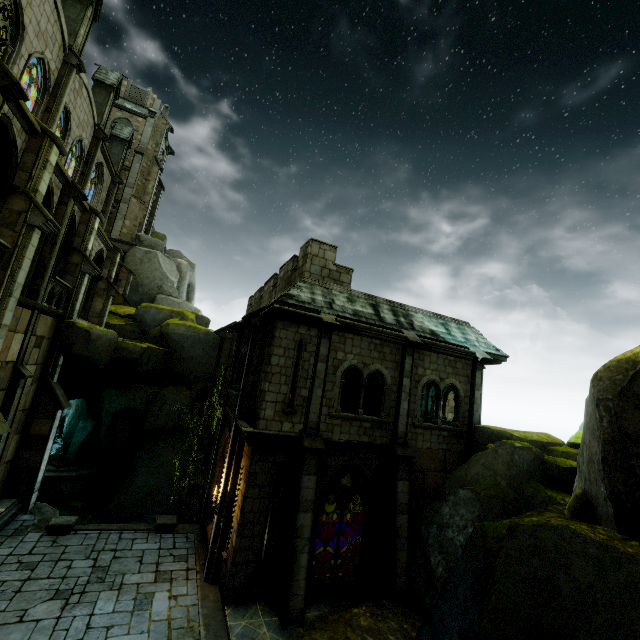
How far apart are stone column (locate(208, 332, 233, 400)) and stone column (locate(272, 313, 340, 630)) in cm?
979

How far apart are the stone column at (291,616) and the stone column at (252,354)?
2.06m

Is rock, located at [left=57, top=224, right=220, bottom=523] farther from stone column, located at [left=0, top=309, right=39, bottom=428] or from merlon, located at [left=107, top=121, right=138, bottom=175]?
merlon, located at [left=107, top=121, right=138, bottom=175]

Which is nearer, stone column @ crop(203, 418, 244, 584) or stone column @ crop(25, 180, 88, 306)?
stone column @ crop(203, 418, 244, 584)

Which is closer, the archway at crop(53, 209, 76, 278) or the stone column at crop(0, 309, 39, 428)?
the stone column at crop(0, 309, 39, 428)

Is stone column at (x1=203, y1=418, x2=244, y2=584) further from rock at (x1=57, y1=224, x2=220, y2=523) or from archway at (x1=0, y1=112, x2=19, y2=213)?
archway at (x1=0, y1=112, x2=19, y2=213)

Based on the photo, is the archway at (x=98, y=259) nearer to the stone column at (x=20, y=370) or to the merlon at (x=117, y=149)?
the stone column at (x=20, y=370)

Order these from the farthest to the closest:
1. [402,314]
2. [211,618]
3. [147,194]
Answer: [147,194]
[402,314]
[211,618]
